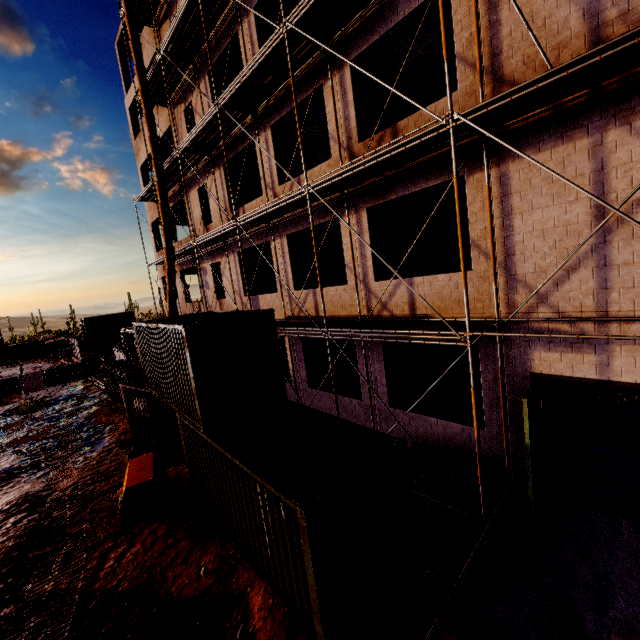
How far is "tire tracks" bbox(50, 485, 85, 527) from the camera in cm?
914

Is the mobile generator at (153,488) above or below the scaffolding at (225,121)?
below

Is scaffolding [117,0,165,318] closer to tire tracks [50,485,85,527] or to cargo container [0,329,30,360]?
tire tracks [50,485,85,527]

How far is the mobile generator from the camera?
8.17m

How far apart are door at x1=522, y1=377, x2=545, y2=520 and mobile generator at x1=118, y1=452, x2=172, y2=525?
8.61m

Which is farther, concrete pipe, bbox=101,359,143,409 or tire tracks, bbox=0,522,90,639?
concrete pipe, bbox=101,359,143,409

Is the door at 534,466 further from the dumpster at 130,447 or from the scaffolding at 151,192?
the dumpster at 130,447

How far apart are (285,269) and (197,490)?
8.1 meters
